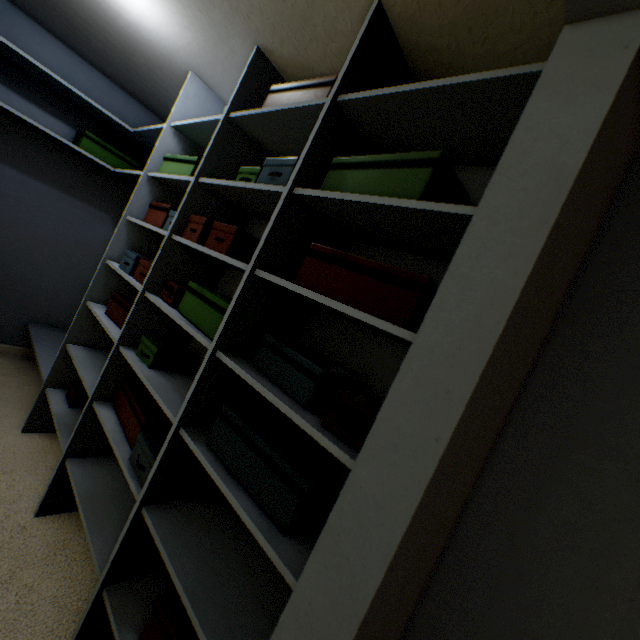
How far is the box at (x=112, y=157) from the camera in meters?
2.4 m

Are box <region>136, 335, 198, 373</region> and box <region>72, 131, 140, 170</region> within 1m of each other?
no

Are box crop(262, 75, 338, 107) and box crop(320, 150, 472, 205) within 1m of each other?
yes

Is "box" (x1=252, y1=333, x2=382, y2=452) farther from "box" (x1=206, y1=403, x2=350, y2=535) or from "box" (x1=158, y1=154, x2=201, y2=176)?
"box" (x1=158, y1=154, x2=201, y2=176)

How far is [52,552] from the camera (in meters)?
1.43

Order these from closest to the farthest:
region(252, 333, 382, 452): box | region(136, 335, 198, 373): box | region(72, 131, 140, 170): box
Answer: region(252, 333, 382, 452): box → region(136, 335, 198, 373): box → region(72, 131, 140, 170): box

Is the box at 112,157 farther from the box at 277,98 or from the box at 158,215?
the box at 277,98

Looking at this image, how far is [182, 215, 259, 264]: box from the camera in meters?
1.2 m
